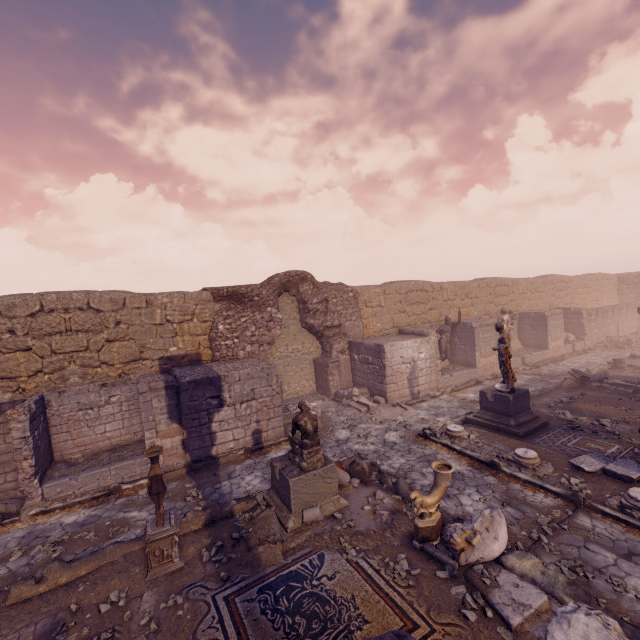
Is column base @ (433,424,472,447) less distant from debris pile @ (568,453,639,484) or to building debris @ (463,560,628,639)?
debris pile @ (568,453,639,484)

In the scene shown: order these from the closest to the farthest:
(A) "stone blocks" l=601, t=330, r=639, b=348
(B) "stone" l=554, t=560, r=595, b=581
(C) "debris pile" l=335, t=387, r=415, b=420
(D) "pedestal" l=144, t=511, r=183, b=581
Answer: (B) "stone" l=554, t=560, r=595, b=581, (D) "pedestal" l=144, t=511, r=183, b=581, (C) "debris pile" l=335, t=387, r=415, b=420, (A) "stone blocks" l=601, t=330, r=639, b=348

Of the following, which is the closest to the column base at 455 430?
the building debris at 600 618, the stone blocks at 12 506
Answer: the building debris at 600 618

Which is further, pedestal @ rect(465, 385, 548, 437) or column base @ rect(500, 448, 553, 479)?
pedestal @ rect(465, 385, 548, 437)

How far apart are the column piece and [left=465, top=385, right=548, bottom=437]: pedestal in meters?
4.5

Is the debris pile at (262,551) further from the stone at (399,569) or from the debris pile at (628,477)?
the debris pile at (628,477)

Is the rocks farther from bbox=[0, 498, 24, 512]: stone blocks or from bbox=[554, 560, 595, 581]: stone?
bbox=[0, 498, 24, 512]: stone blocks

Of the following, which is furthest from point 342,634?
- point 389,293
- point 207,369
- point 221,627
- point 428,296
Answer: point 428,296
